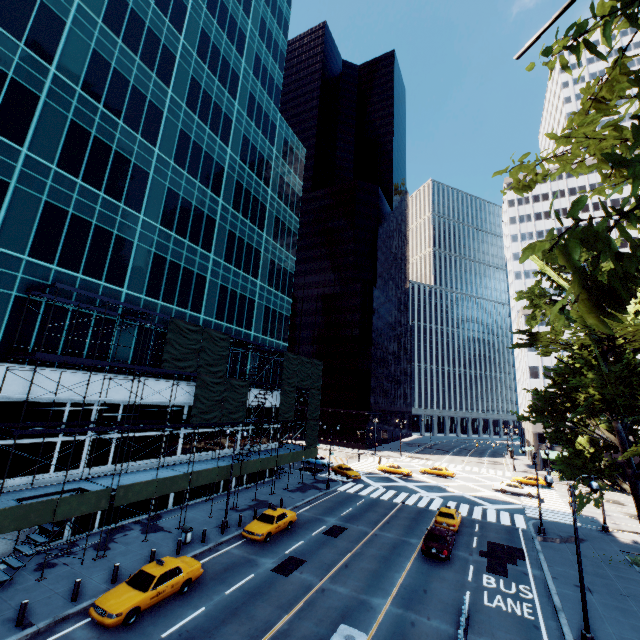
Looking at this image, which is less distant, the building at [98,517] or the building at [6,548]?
the building at [6,548]

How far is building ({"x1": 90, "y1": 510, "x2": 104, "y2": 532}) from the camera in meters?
22.7

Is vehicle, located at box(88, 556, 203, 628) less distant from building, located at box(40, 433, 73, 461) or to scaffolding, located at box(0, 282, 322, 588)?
scaffolding, located at box(0, 282, 322, 588)

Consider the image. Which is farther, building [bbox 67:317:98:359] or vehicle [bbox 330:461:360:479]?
vehicle [bbox 330:461:360:479]

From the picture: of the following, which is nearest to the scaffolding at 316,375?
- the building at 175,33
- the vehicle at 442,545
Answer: the building at 175,33

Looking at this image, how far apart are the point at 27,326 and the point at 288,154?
41.13m

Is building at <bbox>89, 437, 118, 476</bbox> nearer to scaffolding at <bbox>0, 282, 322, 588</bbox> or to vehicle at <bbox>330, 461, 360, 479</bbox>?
scaffolding at <bbox>0, 282, 322, 588</bbox>

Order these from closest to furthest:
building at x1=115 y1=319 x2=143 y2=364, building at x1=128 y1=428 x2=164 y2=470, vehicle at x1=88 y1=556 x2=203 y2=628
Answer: vehicle at x1=88 y1=556 x2=203 y2=628
building at x1=115 y1=319 x2=143 y2=364
building at x1=128 y1=428 x2=164 y2=470
